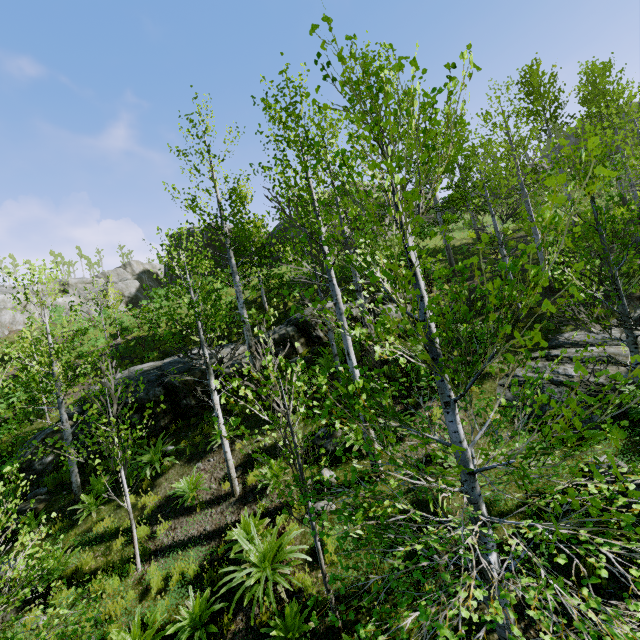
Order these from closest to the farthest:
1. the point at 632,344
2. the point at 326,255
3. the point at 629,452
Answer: the point at 326,255 < the point at 632,344 < the point at 629,452

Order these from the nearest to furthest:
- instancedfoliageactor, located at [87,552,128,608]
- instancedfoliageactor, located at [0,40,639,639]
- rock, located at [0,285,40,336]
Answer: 1. instancedfoliageactor, located at [0,40,639,639]
2. instancedfoliageactor, located at [87,552,128,608]
3. rock, located at [0,285,40,336]

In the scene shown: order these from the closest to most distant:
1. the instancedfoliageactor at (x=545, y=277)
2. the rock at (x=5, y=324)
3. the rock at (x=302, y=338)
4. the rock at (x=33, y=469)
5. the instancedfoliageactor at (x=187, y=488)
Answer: the instancedfoliageactor at (x=545, y=277) < the instancedfoliageactor at (x=187, y=488) < the rock at (x=33, y=469) < the rock at (x=302, y=338) < the rock at (x=5, y=324)

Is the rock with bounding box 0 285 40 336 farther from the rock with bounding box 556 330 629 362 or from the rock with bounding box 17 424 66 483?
the rock with bounding box 556 330 629 362

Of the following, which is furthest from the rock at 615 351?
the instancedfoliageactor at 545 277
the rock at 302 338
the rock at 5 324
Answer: the rock at 5 324

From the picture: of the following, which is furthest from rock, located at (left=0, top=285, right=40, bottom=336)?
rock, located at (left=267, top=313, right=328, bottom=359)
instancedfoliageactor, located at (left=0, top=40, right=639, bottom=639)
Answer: instancedfoliageactor, located at (left=0, top=40, right=639, bottom=639)

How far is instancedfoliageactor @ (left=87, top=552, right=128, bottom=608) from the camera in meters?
4.8

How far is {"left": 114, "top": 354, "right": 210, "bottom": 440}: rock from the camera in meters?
11.0 m
